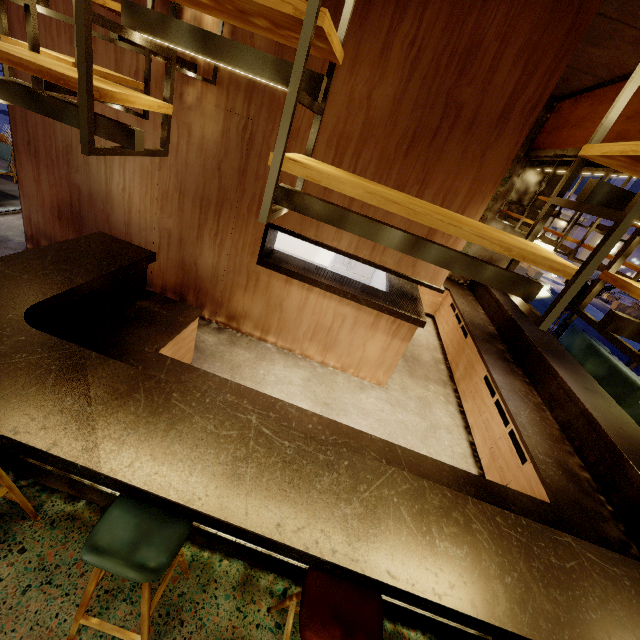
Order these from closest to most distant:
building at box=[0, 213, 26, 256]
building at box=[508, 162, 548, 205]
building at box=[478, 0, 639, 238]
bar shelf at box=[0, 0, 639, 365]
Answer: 1. bar shelf at box=[0, 0, 639, 365]
2. building at box=[478, 0, 639, 238]
3. building at box=[0, 213, 26, 256]
4. building at box=[508, 162, 548, 205]

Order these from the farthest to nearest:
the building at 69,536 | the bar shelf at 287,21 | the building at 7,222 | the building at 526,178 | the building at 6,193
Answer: the building at 526,178, the building at 6,193, the building at 7,222, the building at 69,536, the bar shelf at 287,21

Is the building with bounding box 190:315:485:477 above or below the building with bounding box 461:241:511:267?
below

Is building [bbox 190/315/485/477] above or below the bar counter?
below

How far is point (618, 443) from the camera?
2.99m

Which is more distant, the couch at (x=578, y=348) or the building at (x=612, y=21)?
the couch at (x=578, y=348)

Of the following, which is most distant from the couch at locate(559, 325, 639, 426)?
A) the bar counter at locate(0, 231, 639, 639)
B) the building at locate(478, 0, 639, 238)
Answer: the bar counter at locate(0, 231, 639, 639)

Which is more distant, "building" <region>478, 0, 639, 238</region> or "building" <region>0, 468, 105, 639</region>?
"building" <region>478, 0, 639, 238</region>
